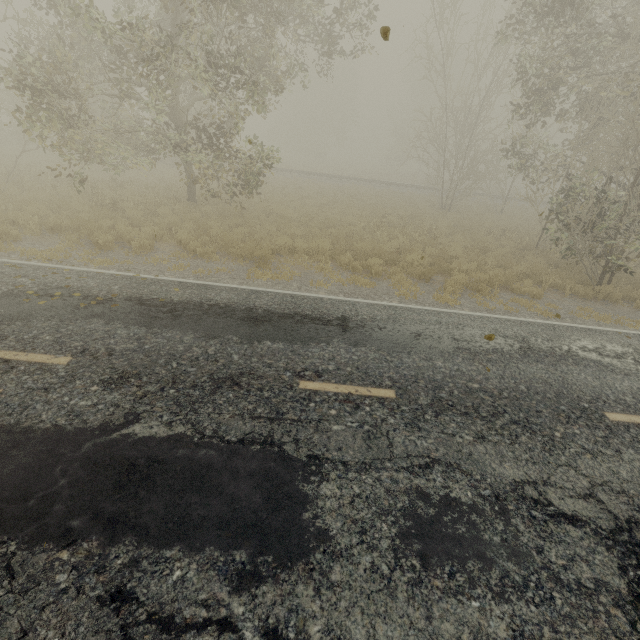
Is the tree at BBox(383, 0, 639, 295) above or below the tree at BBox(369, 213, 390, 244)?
above

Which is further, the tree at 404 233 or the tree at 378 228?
the tree at 378 228

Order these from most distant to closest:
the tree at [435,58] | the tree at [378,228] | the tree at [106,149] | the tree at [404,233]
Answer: the tree at [378,228]
the tree at [404,233]
the tree at [435,58]
the tree at [106,149]

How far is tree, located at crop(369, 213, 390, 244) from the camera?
13.9m

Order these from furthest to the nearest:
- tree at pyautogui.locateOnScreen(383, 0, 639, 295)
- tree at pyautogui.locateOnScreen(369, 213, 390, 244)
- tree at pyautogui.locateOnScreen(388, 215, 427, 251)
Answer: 1. tree at pyautogui.locateOnScreen(369, 213, 390, 244)
2. tree at pyautogui.locateOnScreen(388, 215, 427, 251)
3. tree at pyautogui.locateOnScreen(383, 0, 639, 295)

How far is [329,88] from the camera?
46.9 meters

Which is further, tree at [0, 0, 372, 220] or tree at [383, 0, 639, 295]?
tree at [383, 0, 639, 295]
